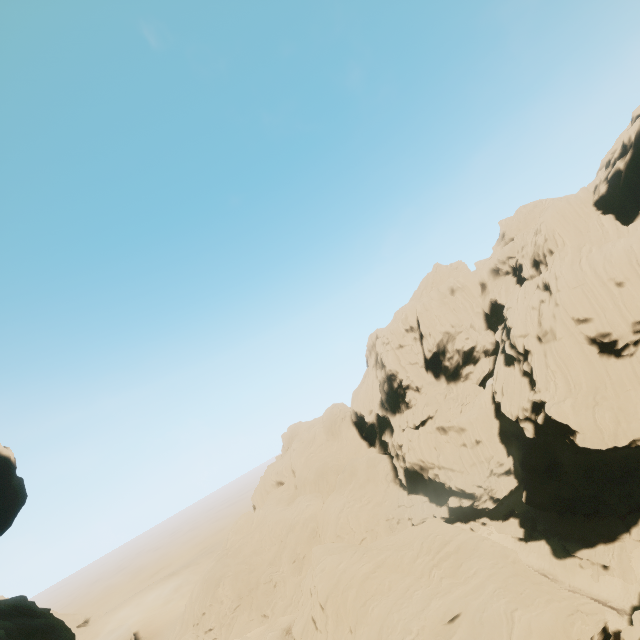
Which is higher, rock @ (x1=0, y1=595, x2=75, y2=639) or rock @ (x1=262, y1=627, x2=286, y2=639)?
rock @ (x1=0, y1=595, x2=75, y2=639)

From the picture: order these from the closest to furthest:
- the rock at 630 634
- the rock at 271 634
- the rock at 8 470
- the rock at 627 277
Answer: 1. the rock at 630 634
2. the rock at 8 470
3. the rock at 627 277
4. the rock at 271 634

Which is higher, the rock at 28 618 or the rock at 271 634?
the rock at 28 618

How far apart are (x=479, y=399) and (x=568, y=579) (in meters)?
26.11

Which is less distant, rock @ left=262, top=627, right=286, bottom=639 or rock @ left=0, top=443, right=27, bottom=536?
rock @ left=0, top=443, right=27, bottom=536
